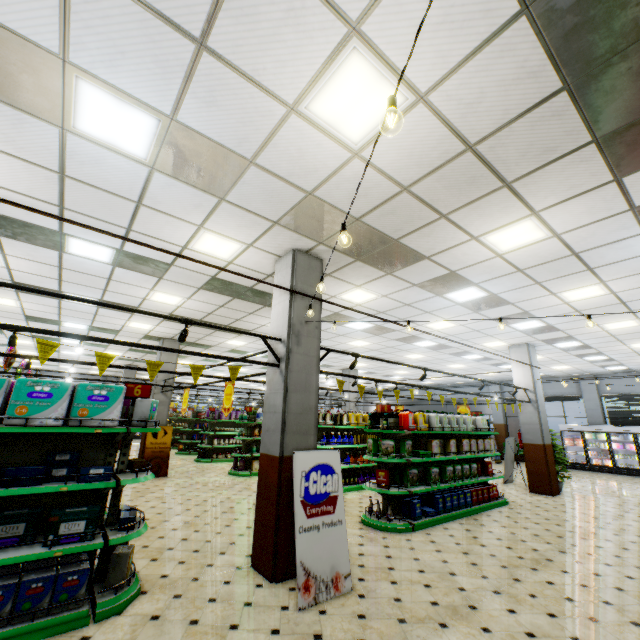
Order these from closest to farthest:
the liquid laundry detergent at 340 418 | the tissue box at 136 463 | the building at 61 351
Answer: the tissue box at 136 463 → the liquid laundry detergent at 340 418 → the building at 61 351

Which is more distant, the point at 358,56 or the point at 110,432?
the point at 110,432

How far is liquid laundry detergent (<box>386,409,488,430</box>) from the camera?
7.3 meters

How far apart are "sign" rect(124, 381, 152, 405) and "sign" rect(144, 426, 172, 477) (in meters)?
8.04

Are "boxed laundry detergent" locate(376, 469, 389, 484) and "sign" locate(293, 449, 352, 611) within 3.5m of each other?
yes

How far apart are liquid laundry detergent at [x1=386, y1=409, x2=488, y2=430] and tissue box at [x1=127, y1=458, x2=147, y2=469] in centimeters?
651cm

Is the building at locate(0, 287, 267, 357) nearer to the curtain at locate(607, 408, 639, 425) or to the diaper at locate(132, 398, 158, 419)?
the curtain at locate(607, 408, 639, 425)

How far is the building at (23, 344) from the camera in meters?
13.7
